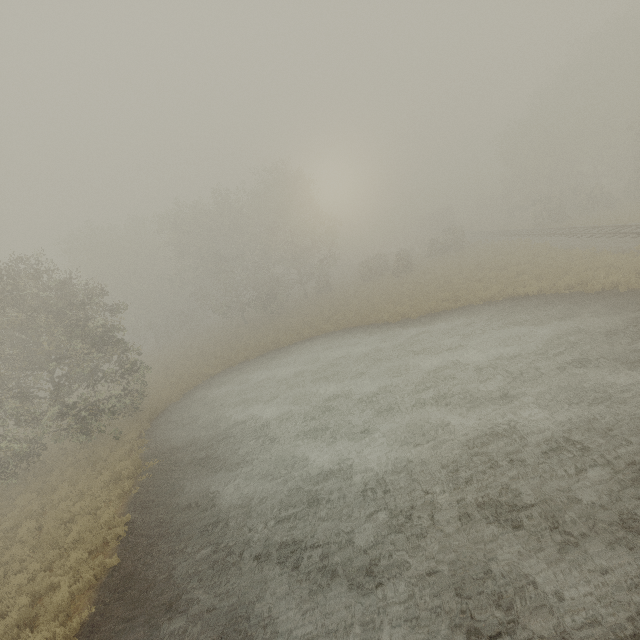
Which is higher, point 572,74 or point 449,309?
point 572,74

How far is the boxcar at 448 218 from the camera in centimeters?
5899cm

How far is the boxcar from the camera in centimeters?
5899cm
